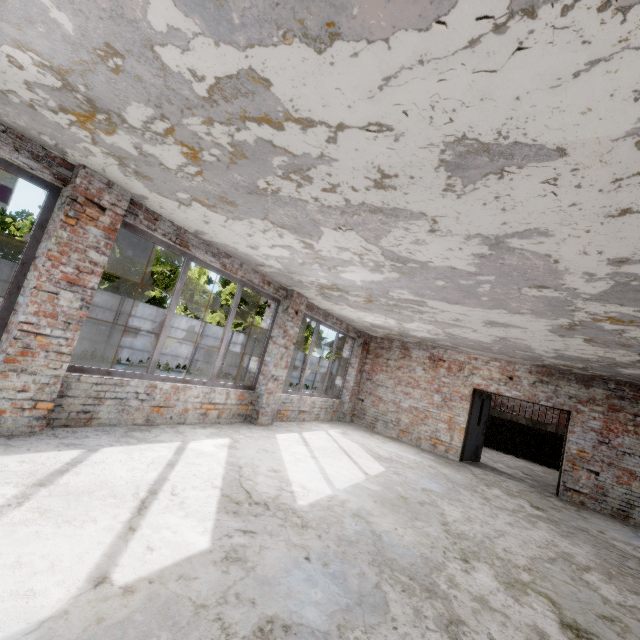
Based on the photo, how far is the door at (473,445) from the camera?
9.8m

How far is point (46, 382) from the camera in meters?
3.8

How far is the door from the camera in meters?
9.8
